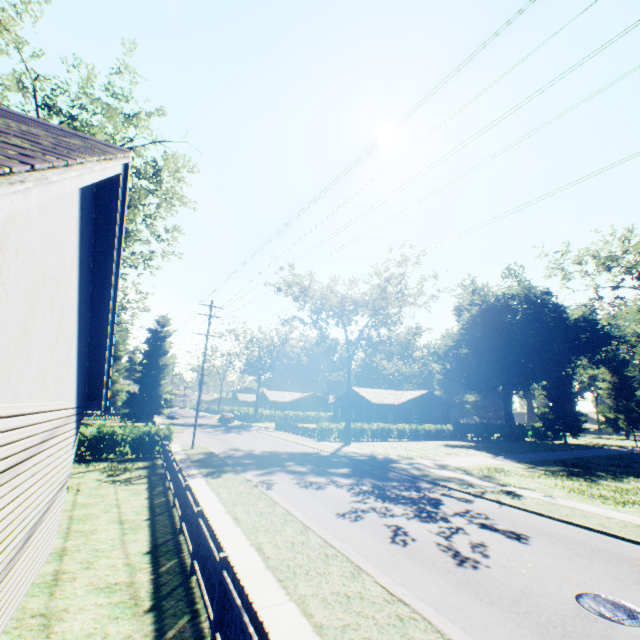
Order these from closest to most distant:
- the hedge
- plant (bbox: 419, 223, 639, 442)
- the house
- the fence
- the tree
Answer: the fence → the hedge → plant (bbox: 419, 223, 639, 442) → the tree → the house

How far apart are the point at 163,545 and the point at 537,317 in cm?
5002

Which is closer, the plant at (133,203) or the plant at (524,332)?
the plant at (133,203)

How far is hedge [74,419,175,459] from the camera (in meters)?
19.16

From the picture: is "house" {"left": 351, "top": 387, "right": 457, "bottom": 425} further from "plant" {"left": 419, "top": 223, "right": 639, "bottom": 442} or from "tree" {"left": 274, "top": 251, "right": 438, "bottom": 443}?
"plant" {"left": 419, "top": 223, "right": 639, "bottom": 442}

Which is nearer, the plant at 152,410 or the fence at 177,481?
the fence at 177,481

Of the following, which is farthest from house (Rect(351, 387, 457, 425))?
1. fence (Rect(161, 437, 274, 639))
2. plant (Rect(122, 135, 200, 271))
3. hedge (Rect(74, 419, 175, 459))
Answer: fence (Rect(161, 437, 274, 639))

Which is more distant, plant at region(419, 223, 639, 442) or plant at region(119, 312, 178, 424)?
plant at region(119, 312, 178, 424)
